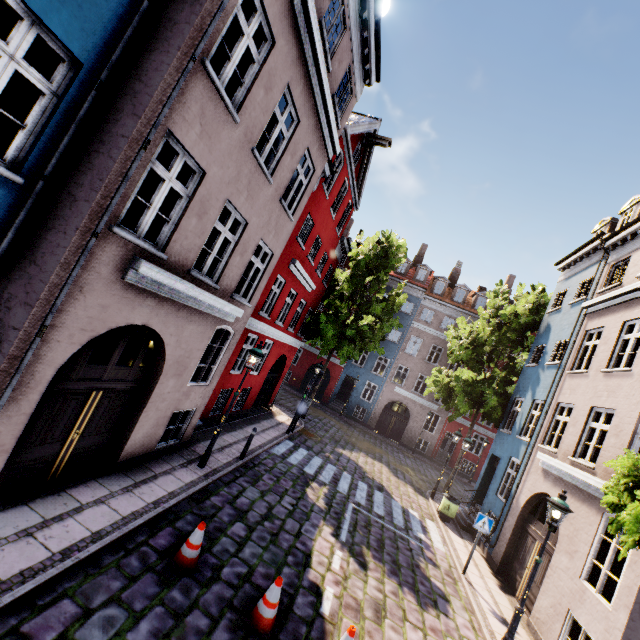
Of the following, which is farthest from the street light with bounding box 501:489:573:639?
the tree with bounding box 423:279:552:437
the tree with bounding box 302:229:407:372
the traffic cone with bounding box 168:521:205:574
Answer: the tree with bounding box 302:229:407:372

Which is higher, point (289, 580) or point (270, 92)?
point (270, 92)

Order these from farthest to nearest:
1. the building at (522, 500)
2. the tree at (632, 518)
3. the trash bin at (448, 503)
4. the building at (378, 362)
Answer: the building at (378, 362) < the trash bin at (448, 503) < the building at (522, 500) < the tree at (632, 518)

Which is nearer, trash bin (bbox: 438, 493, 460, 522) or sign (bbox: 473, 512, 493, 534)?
sign (bbox: 473, 512, 493, 534)

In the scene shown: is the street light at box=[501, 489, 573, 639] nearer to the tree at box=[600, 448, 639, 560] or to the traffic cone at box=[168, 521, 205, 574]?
the tree at box=[600, 448, 639, 560]

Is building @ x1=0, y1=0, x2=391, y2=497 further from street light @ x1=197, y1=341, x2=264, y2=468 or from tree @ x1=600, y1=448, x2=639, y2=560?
tree @ x1=600, y1=448, x2=639, y2=560

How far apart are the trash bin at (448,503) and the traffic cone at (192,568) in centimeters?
1181cm

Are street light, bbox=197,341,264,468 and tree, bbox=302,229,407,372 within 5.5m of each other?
no
